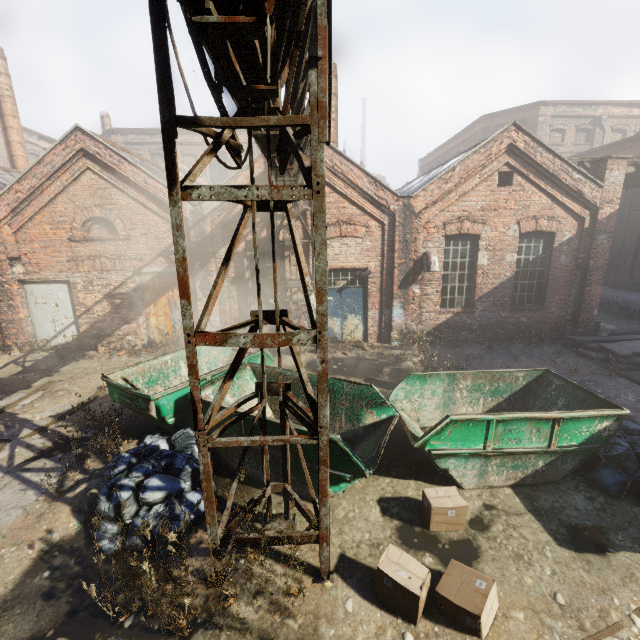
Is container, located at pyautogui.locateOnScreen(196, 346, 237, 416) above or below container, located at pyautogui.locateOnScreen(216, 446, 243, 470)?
above

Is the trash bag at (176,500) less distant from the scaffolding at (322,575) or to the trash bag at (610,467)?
the scaffolding at (322,575)

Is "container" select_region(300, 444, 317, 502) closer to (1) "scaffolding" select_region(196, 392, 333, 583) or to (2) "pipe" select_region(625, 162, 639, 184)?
(1) "scaffolding" select_region(196, 392, 333, 583)

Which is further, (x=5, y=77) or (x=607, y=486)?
(x=5, y=77)

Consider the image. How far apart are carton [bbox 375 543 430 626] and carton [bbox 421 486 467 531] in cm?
67

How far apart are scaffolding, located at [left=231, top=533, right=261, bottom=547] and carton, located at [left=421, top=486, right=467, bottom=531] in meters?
1.6 m

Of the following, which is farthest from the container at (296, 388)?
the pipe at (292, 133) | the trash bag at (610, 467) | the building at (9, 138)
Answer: the building at (9, 138)

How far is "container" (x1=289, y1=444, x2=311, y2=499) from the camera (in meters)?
5.04
